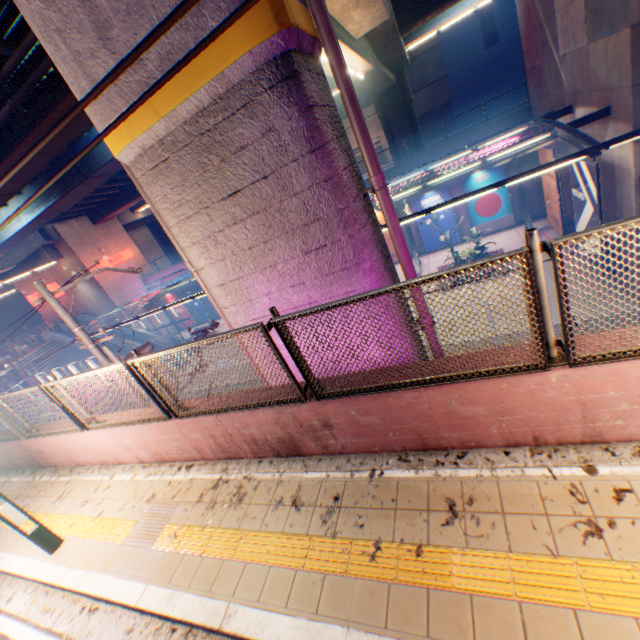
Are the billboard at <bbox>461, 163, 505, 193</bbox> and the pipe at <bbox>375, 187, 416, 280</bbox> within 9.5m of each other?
no

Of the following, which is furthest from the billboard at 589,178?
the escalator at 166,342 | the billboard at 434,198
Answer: the escalator at 166,342

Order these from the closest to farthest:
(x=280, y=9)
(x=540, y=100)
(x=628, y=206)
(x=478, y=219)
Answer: (x=280, y=9)
(x=628, y=206)
(x=540, y=100)
(x=478, y=219)

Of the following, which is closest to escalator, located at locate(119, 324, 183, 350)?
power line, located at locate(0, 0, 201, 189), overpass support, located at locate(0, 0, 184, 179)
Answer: overpass support, located at locate(0, 0, 184, 179)

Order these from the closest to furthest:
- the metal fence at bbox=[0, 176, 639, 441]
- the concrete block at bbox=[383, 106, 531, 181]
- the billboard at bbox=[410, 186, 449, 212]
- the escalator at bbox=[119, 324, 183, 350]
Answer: the metal fence at bbox=[0, 176, 639, 441]
the concrete block at bbox=[383, 106, 531, 181]
the billboard at bbox=[410, 186, 449, 212]
the escalator at bbox=[119, 324, 183, 350]

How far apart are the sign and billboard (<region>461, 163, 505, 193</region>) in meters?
33.2

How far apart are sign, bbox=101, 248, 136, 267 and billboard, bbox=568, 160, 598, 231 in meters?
37.1 m

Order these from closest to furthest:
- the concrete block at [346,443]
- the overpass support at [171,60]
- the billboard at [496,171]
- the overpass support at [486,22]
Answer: the concrete block at [346,443]
the overpass support at [171,60]
the billboard at [496,171]
the overpass support at [486,22]
